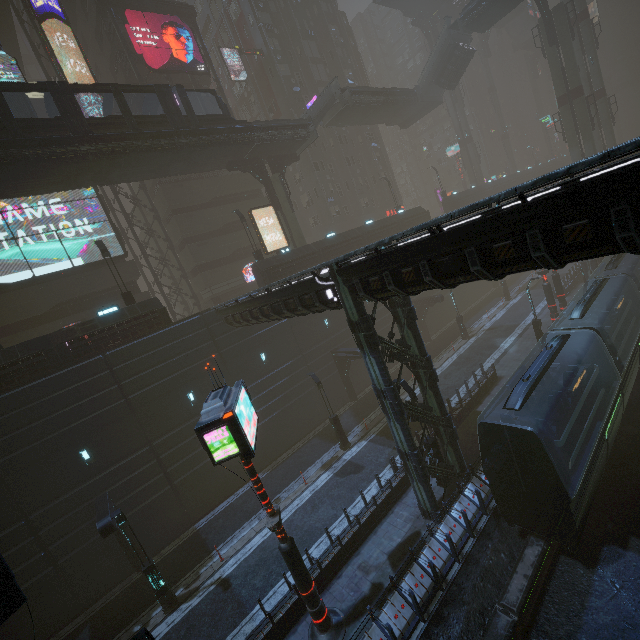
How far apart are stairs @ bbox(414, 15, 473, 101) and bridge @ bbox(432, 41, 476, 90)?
0.0m

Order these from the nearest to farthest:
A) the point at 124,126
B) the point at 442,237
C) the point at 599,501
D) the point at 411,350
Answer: the point at 442,237
the point at 599,501
the point at 411,350
the point at 124,126

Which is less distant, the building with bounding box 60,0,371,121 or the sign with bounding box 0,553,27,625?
the sign with bounding box 0,553,27,625

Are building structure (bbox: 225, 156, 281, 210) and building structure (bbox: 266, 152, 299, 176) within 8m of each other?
yes

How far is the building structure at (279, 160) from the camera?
30.1 meters

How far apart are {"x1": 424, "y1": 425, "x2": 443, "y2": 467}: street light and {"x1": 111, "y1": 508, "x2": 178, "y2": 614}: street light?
13.0 meters

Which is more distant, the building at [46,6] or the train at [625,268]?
the building at [46,6]

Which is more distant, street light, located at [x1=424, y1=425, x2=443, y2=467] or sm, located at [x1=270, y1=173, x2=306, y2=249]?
sm, located at [x1=270, y1=173, x2=306, y2=249]
